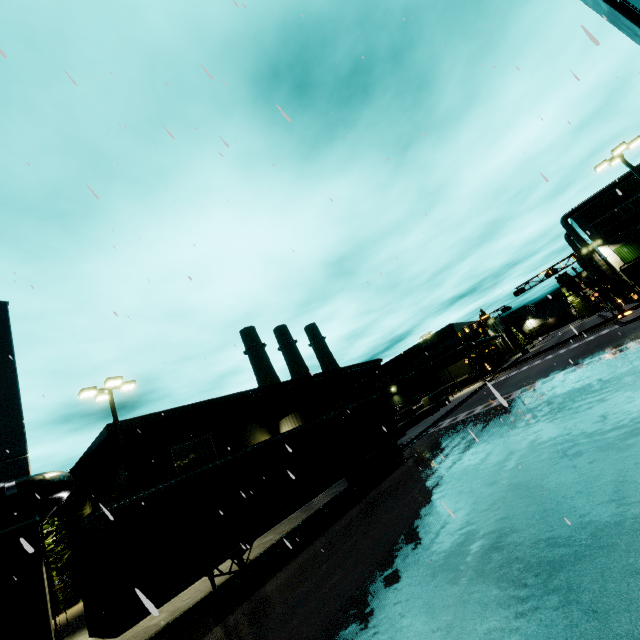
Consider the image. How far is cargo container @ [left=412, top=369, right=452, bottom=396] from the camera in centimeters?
5503cm

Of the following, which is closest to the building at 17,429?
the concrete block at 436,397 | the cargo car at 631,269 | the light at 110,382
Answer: the concrete block at 436,397

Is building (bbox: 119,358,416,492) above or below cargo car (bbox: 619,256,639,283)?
above

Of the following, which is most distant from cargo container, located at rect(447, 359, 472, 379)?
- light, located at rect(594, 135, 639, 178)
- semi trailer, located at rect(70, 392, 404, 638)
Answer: light, located at rect(594, 135, 639, 178)

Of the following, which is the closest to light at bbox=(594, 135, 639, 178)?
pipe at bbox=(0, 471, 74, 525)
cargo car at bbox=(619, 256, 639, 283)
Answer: cargo car at bbox=(619, 256, 639, 283)

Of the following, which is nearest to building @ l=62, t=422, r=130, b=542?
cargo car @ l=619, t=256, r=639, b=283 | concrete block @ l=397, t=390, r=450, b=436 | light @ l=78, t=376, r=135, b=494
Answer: concrete block @ l=397, t=390, r=450, b=436

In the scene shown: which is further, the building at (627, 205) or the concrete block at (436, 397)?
the building at (627, 205)

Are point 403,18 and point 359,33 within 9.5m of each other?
yes
